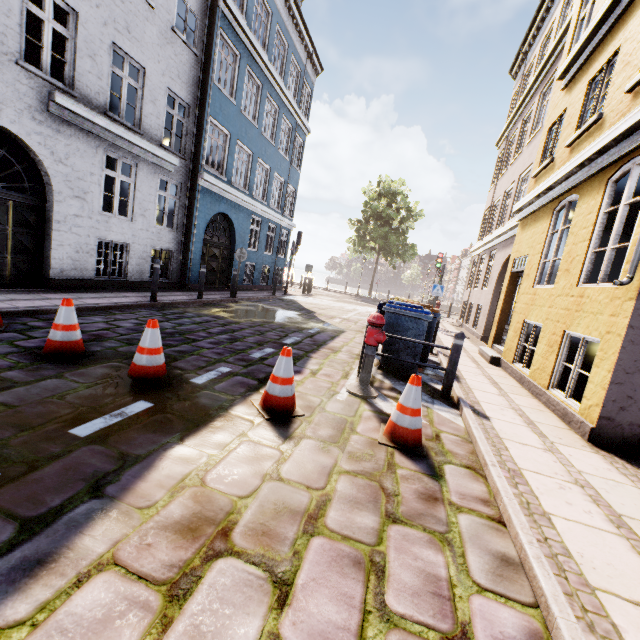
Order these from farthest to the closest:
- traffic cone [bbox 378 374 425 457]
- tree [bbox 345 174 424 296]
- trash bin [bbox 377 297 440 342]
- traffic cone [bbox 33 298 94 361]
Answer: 1. tree [bbox 345 174 424 296]
2. trash bin [bbox 377 297 440 342]
3. traffic cone [bbox 33 298 94 361]
4. traffic cone [bbox 378 374 425 457]

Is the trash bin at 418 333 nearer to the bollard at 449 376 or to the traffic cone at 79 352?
the bollard at 449 376

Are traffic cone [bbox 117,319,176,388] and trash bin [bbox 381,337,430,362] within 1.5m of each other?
no

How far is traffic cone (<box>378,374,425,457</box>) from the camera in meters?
3.3 m

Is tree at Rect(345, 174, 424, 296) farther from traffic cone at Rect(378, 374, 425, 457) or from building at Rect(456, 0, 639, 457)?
traffic cone at Rect(378, 374, 425, 457)

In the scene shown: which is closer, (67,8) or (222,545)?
(222,545)

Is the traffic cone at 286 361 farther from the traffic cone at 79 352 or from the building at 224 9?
the building at 224 9

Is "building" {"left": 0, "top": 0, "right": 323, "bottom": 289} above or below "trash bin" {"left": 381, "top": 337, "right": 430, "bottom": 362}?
above
